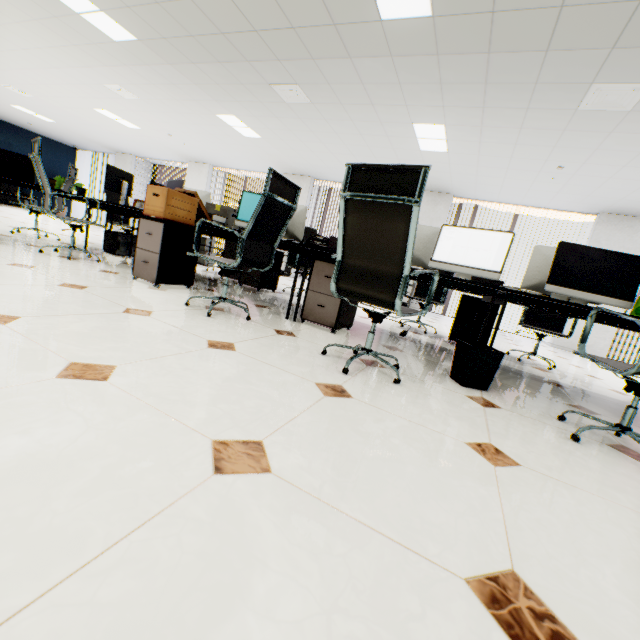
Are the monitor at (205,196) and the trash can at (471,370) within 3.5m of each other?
no

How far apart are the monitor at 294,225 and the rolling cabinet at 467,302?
2.2m

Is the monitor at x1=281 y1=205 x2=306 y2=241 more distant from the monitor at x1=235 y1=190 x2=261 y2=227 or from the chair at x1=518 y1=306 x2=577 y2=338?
the chair at x1=518 y1=306 x2=577 y2=338

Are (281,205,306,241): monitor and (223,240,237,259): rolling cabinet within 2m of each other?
yes

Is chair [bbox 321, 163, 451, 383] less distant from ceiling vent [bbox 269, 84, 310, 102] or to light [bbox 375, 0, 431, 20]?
light [bbox 375, 0, 431, 20]

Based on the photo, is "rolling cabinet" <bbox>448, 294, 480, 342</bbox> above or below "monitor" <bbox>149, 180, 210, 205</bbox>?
below

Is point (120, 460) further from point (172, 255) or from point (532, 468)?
point (172, 255)

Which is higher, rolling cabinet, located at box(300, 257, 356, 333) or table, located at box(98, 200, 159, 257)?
table, located at box(98, 200, 159, 257)
